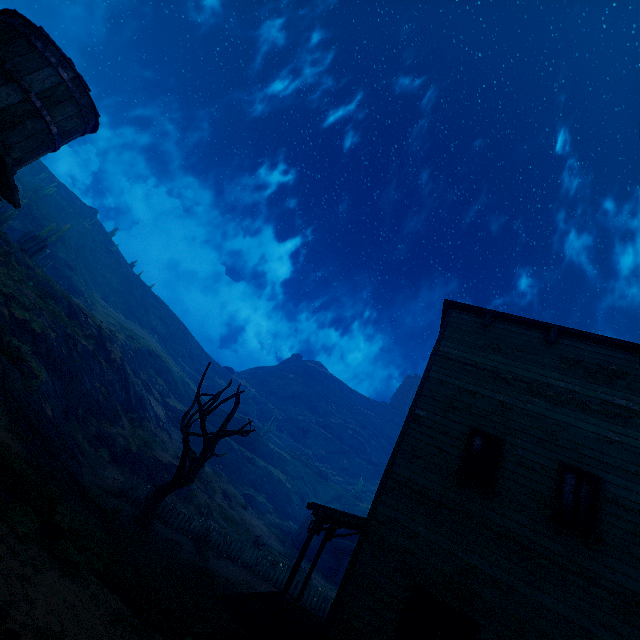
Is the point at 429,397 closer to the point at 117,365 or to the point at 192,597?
the point at 192,597

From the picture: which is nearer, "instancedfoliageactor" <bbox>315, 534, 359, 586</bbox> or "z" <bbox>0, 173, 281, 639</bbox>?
"z" <bbox>0, 173, 281, 639</bbox>

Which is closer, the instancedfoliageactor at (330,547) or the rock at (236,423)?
the instancedfoliageactor at (330,547)

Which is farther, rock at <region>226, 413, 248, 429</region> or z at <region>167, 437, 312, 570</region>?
rock at <region>226, 413, 248, 429</region>

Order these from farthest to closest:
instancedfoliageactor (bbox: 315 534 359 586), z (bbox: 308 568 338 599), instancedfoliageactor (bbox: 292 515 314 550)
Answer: instancedfoliageactor (bbox: 292 515 314 550) < instancedfoliageactor (bbox: 315 534 359 586) < z (bbox: 308 568 338 599)

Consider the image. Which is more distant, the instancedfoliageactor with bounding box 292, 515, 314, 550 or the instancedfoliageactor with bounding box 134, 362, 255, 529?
the instancedfoliageactor with bounding box 292, 515, 314, 550

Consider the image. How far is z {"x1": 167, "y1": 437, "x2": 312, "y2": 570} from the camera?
22.12m

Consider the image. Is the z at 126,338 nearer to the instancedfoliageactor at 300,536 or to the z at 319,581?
the instancedfoliageactor at 300,536
